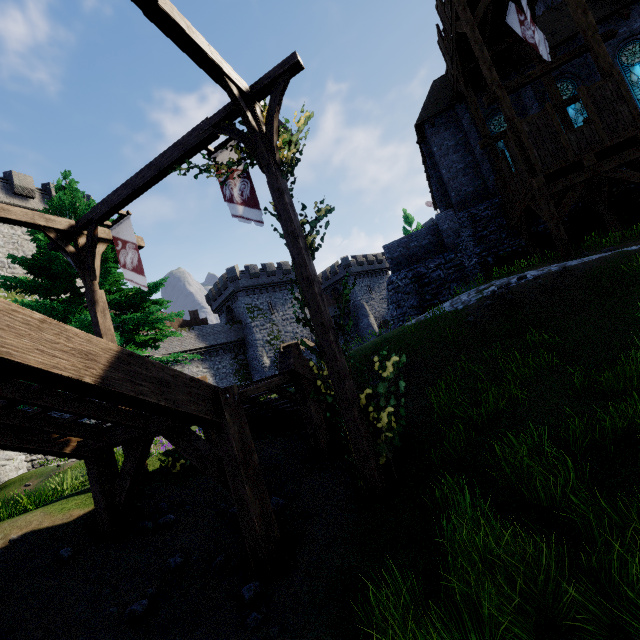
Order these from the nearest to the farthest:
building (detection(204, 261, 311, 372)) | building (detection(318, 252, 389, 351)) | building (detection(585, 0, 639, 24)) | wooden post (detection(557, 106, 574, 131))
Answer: wooden post (detection(557, 106, 574, 131)), building (detection(585, 0, 639, 24)), building (detection(204, 261, 311, 372)), building (detection(318, 252, 389, 351))

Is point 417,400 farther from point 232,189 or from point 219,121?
point 219,121

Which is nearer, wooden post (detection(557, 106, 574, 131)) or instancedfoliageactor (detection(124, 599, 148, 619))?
instancedfoliageactor (detection(124, 599, 148, 619))

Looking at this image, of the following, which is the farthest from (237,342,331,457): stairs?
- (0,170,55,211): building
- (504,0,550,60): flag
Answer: (0,170,55,211): building

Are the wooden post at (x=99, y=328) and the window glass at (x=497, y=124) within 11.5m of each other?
no

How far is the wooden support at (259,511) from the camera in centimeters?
441cm

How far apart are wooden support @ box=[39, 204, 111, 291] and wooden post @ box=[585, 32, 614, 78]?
15.6 meters

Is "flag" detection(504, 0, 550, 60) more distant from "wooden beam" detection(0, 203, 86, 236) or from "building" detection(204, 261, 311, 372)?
"building" detection(204, 261, 311, 372)
